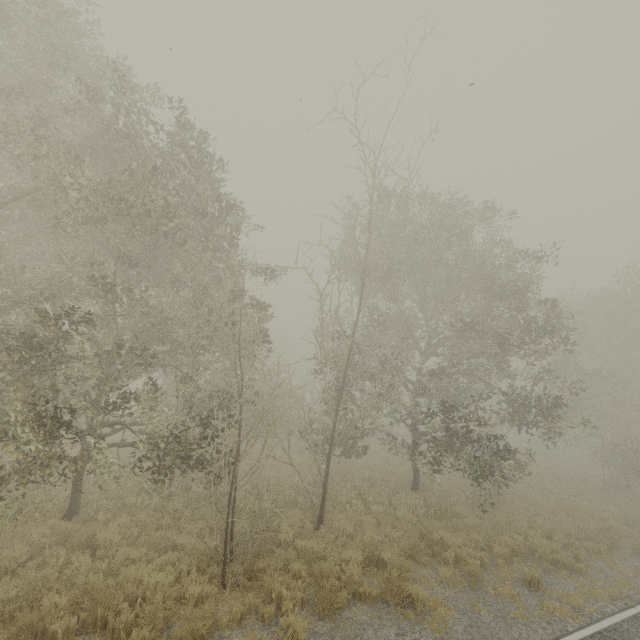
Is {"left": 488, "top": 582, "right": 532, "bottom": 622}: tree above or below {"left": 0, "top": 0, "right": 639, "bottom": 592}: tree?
below

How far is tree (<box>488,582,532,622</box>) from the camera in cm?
779

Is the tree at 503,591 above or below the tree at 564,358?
below

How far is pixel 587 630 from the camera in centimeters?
739cm

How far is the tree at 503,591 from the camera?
7.79m
